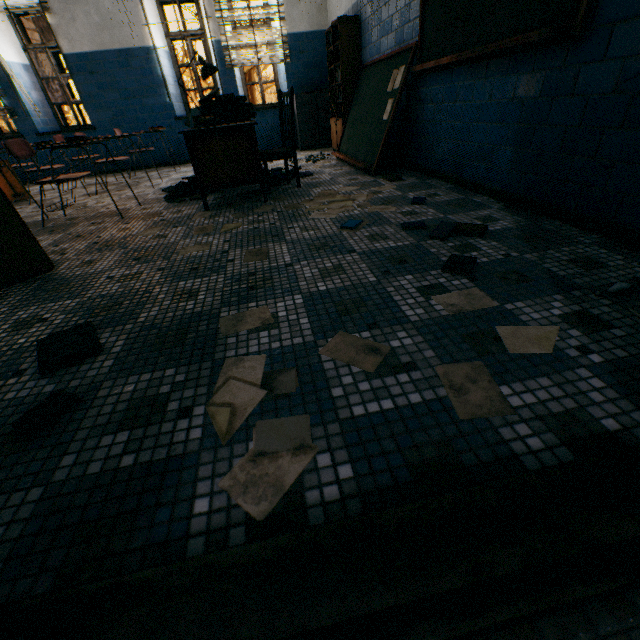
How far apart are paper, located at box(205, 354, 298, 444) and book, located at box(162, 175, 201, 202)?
3.12m

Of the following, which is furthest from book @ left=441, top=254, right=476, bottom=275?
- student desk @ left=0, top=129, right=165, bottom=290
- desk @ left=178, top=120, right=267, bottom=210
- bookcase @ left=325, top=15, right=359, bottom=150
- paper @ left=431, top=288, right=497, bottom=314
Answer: bookcase @ left=325, top=15, right=359, bottom=150

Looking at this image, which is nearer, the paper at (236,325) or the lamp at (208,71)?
the paper at (236,325)

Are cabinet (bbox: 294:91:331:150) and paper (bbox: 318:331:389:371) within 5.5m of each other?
no

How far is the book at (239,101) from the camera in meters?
3.4

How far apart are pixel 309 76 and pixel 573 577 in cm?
823

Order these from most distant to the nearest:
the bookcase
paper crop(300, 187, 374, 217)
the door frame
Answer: the bookcase
paper crop(300, 187, 374, 217)
the door frame

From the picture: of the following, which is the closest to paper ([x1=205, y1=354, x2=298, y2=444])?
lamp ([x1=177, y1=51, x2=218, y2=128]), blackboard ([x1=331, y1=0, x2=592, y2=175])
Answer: blackboard ([x1=331, y1=0, x2=592, y2=175])
